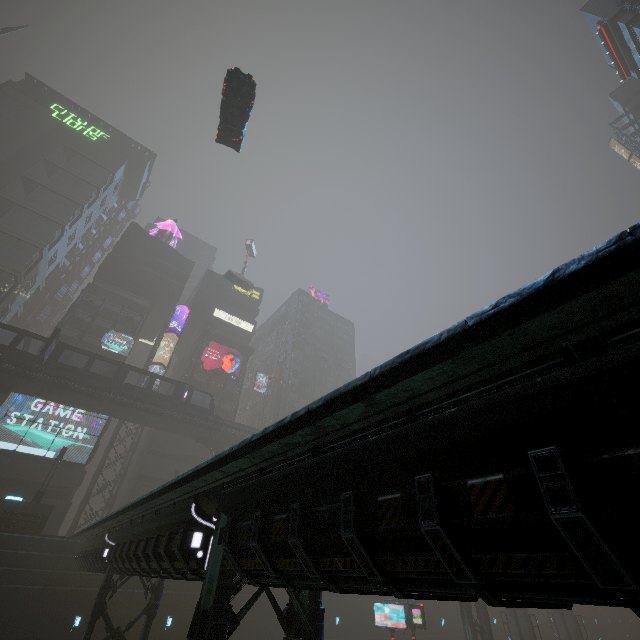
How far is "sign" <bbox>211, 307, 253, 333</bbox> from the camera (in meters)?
56.28

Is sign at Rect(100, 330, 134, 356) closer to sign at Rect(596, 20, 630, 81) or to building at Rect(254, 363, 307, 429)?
building at Rect(254, 363, 307, 429)

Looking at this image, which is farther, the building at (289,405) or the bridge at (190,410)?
the building at (289,405)

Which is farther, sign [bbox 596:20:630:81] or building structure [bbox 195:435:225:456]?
building structure [bbox 195:435:225:456]

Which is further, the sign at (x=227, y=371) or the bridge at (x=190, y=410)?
the sign at (x=227, y=371)

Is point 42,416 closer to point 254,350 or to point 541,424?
point 254,350

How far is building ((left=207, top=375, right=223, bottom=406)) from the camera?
50.03m
